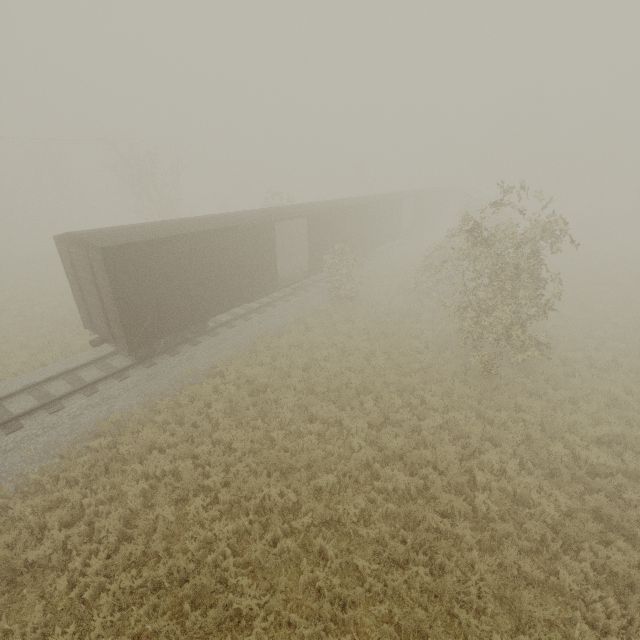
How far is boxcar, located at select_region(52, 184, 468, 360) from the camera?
10.64m

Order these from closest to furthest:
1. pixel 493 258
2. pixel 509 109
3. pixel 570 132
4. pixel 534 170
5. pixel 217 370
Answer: pixel 493 258 → pixel 217 370 → pixel 509 109 → pixel 534 170 → pixel 570 132

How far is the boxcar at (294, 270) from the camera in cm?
1064
